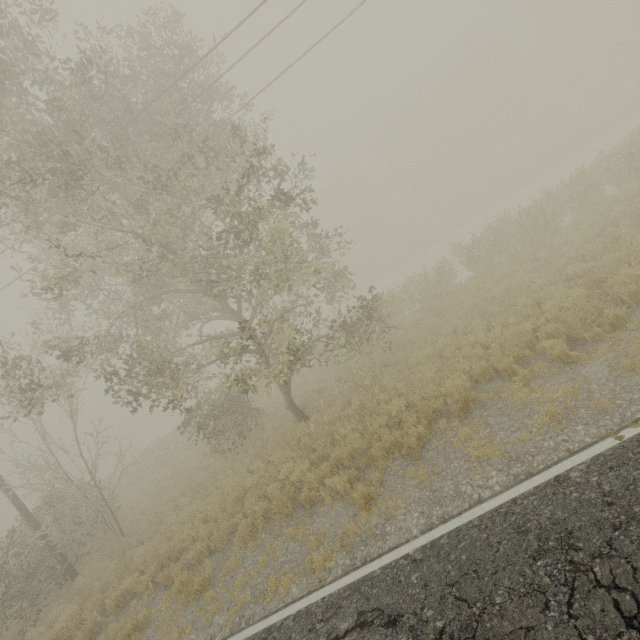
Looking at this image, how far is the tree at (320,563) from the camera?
5.76m

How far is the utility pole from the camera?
11.7m

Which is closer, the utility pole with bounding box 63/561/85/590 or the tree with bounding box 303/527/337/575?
the tree with bounding box 303/527/337/575

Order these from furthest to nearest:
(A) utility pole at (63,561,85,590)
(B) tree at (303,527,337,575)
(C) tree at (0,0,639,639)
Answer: (A) utility pole at (63,561,85,590), (C) tree at (0,0,639,639), (B) tree at (303,527,337,575)

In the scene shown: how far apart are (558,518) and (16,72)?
12.6 meters

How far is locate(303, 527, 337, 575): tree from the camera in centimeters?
576cm

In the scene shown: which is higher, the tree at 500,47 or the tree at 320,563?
the tree at 500,47
